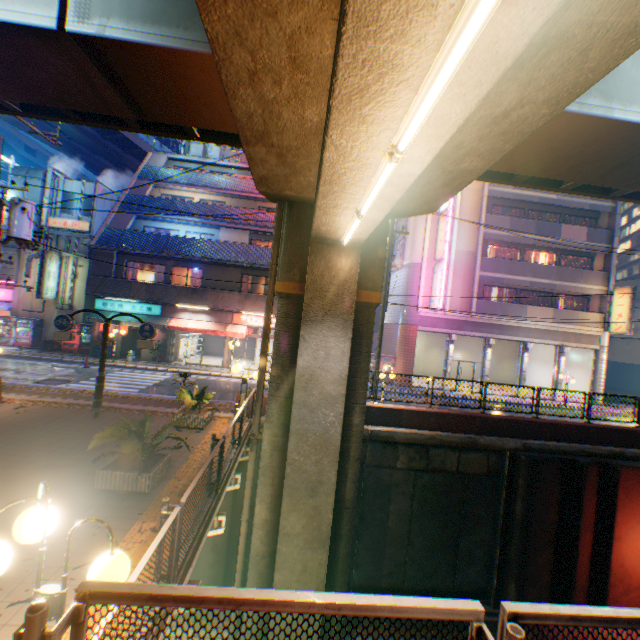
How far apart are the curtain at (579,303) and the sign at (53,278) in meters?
38.0 m

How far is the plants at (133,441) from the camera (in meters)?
6.40

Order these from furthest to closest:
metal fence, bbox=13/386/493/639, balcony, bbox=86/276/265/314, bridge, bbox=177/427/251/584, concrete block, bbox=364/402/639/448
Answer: balcony, bbox=86/276/265/314 → concrete block, bbox=364/402/639/448 → bridge, bbox=177/427/251/584 → metal fence, bbox=13/386/493/639

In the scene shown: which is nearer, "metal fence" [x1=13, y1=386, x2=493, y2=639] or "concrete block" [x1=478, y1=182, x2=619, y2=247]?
"metal fence" [x1=13, y1=386, x2=493, y2=639]

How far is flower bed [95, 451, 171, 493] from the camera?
6.3 meters

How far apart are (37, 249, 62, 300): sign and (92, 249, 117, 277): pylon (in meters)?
3.87

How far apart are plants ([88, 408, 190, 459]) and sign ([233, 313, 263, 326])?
14.93m

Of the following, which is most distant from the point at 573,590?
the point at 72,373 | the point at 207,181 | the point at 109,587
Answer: the point at 207,181
